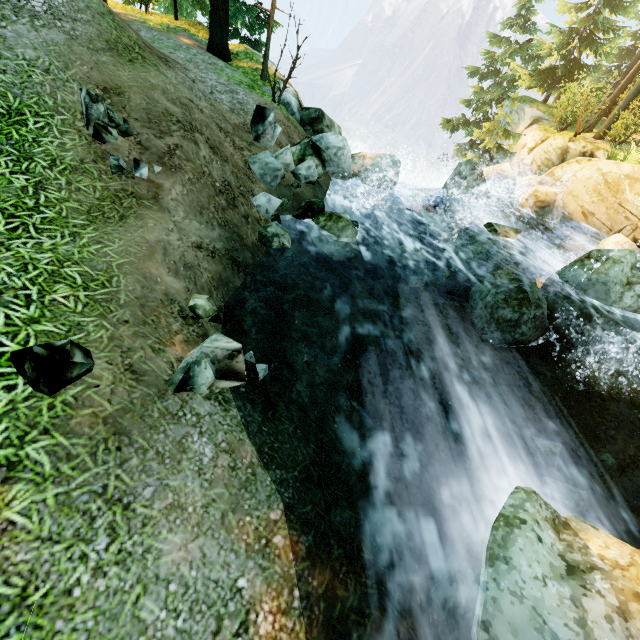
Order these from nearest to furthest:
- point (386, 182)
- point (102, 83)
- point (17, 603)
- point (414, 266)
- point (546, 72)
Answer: point (17, 603) < point (102, 83) < point (414, 266) < point (386, 182) < point (546, 72)

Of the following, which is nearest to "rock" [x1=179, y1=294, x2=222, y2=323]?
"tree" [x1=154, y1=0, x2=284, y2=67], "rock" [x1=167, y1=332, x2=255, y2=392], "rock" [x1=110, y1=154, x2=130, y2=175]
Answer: "rock" [x1=167, y1=332, x2=255, y2=392]

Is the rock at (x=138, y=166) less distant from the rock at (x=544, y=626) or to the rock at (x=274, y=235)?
the rock at (x=274, y=235)

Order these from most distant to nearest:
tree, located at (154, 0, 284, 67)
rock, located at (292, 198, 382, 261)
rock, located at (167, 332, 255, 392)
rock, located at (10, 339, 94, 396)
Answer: tree, located at (154, 0, 284, 67) → rock, located at (292, 198, 382, 261) → rock, located at (167, 332, 255, 392) → rock, located at (10, 339, 94, 396)

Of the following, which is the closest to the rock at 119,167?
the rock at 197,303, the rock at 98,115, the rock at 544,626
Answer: the rock at 98,115

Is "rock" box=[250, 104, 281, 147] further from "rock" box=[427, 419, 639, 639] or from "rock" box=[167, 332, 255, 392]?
"rock" box=[427, 419, 639, 639]

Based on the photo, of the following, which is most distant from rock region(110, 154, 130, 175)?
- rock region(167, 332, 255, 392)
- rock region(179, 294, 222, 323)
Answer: rock region(167, 332, 255, 392)

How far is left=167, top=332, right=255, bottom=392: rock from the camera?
3.3m
